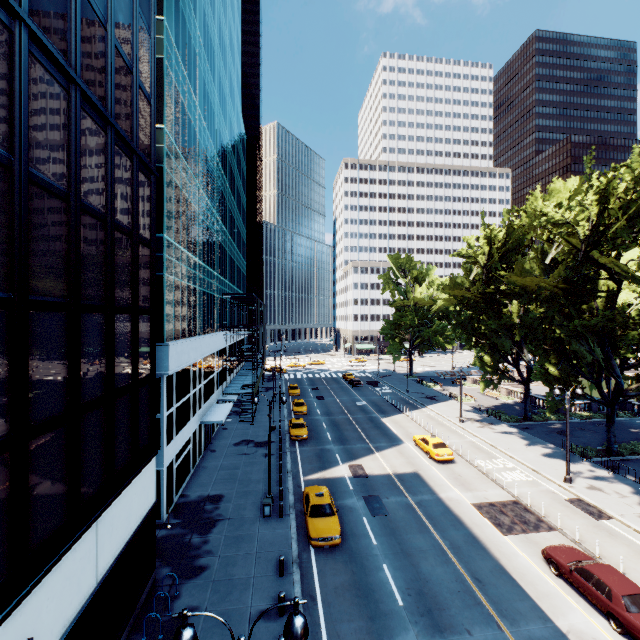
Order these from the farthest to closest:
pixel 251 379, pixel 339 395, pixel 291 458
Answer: pixel 339 395 → pixel 251 379 → pixel 291 458

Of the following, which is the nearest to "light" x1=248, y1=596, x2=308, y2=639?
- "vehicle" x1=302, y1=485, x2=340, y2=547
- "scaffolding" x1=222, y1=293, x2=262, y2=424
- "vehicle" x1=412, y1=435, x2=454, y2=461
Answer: "vehicle" x1=302, y1=485, x2=340, y2=547

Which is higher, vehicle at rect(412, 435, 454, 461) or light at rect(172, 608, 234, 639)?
light at rect(172, 608, 234, 639)

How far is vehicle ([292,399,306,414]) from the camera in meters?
41.5

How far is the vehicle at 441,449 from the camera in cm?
2792

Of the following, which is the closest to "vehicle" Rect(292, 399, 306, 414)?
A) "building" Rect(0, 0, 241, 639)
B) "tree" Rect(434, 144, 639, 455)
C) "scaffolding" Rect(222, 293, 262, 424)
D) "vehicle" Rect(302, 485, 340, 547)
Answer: "scaffolding" Rect(222, 293, 262, 424)

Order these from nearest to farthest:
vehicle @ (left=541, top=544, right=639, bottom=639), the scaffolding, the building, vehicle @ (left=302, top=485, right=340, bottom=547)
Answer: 1. the building
2. vehicle @ (left=541, top=544, right=639, bottom=639)
3. vehicle @ (left=302, top=485, right=340, bottom=547)
4. the scaffolding

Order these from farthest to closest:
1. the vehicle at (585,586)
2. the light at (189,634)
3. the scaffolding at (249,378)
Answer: the scaffolding at (249,378)
the vehicle at (585,586)
the light at (189,634)
